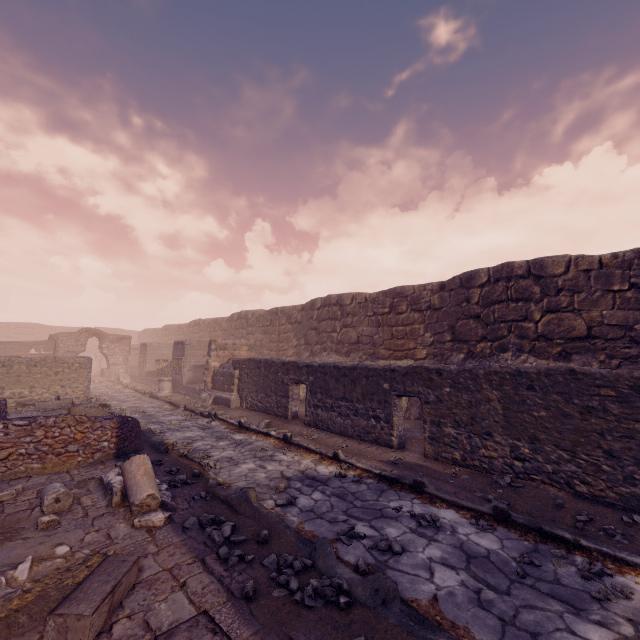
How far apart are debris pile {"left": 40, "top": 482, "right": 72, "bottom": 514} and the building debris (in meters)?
7.96

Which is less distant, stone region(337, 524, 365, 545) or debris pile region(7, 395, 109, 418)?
Result: stone region(337, 524, 365, 545)

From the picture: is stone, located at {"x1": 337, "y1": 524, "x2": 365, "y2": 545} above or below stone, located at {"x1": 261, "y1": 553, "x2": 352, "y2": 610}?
below

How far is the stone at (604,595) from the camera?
3.0 meters

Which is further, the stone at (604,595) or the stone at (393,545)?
the stone at (393,545)

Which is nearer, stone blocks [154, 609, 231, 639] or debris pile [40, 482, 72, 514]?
stone blocks [154, 609, 231, 639]

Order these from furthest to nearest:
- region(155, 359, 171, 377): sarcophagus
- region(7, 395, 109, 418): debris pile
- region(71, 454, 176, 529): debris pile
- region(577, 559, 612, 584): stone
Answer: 1. region(155, 359, 171, 377): sarcophagus
2. region(7, 395, 109, 418): debris pile
3. region(71, 454, 176, 529): debris pile
4. region(577, 559, 612, 584): stone

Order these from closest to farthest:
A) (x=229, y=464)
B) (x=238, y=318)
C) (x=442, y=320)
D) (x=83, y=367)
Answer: (x=229, y=464) < (x=442, y=320) < (x=83, y=367) < (x=238, y=318)
